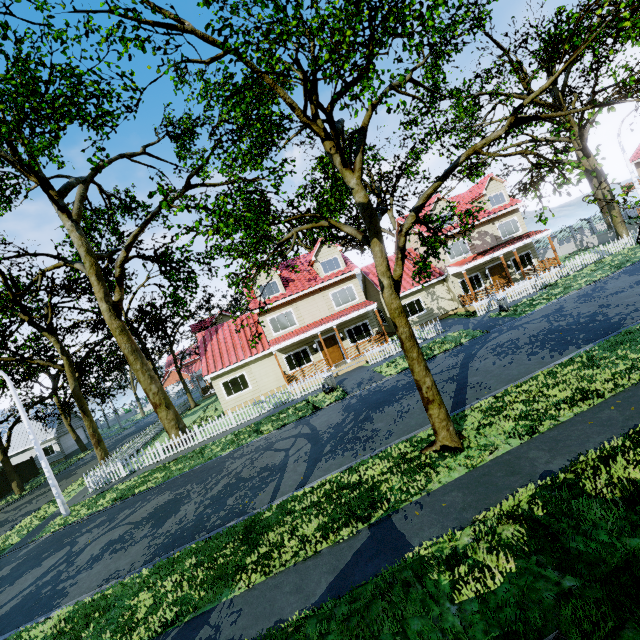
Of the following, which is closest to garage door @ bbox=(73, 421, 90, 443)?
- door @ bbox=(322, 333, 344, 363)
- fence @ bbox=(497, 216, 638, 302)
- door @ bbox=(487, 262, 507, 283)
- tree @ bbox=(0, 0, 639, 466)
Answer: tree @ bbox=(0, 0, 639, 466)

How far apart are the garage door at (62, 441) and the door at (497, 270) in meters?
50.6

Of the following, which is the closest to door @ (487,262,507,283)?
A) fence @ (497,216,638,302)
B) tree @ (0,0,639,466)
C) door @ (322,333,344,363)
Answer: fence @ (497,216,638,302)

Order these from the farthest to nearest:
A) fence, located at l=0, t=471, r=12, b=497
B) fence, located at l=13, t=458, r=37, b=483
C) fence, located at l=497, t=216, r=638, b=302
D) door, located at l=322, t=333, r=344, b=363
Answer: fence, located at l=13, t=458, r=37, b=483, fence, located at l=0, t=471, r=12, b=497, door, located at l=322, t=333, r=344, b=363, fence, located at l=497, t=216, r=638, b=302

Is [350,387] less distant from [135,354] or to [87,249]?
[135,354]

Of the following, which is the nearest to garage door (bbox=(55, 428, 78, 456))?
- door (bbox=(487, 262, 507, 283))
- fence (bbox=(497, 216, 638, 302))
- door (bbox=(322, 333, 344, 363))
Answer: fence (bbox=(497, 216, 638, 302))

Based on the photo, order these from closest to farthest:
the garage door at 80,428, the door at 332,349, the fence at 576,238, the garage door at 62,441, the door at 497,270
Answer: the fence at 576,238
the door at 332,349
the door at 497,270
the garage door at 62,441
the garage door at 80,428

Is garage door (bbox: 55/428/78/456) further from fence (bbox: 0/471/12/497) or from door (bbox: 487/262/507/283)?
door (bbox: 487/262/507/283)
